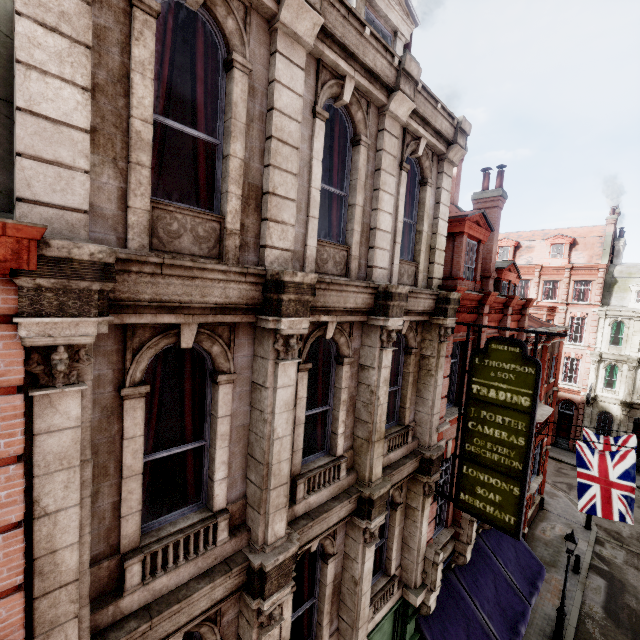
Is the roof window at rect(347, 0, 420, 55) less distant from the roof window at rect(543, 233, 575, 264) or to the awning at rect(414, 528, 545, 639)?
the awning at rect(414, 528, 545, 639)

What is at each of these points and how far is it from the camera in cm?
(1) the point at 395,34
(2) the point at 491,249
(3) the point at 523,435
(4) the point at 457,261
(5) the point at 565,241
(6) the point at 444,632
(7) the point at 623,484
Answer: (1) roof window, 798
(2) chimney, 1426
(3) sign, 713
(4) roof window, 1091
(5) roof window, 3250
(6) awning, 921
(7) flag, 1284

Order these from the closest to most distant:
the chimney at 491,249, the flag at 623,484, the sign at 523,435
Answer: the sign at 523,435 → the flag at 623,484 → the chimney at 491,249

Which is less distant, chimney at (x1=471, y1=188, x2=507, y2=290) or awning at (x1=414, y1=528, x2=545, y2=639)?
awning at (x1=414, y1=528, x2=545, y2=639)

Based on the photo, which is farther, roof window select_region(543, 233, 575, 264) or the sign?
roof window select_region(543, 233, 575, 264)

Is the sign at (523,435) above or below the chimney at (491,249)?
below

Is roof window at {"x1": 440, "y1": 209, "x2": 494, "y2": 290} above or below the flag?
above

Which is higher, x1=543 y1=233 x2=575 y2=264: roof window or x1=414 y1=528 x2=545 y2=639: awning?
x1=543 y1=233 x2=575 y2=264: roof window
